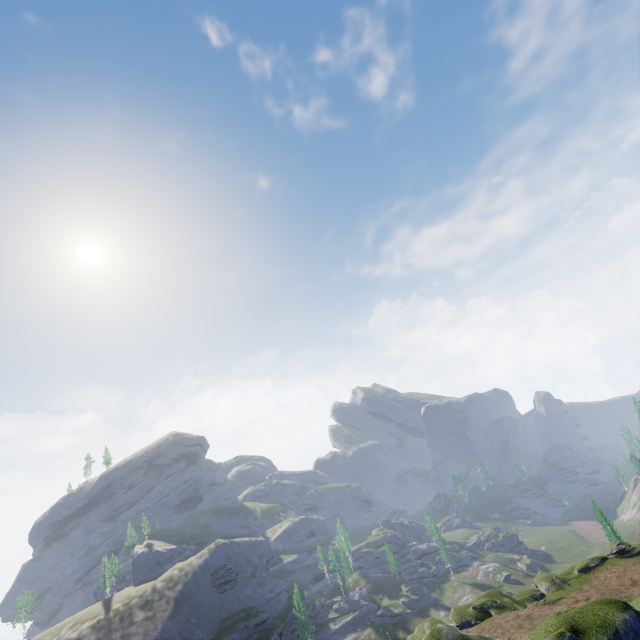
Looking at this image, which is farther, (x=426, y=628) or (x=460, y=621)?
(x=426, y=628)
